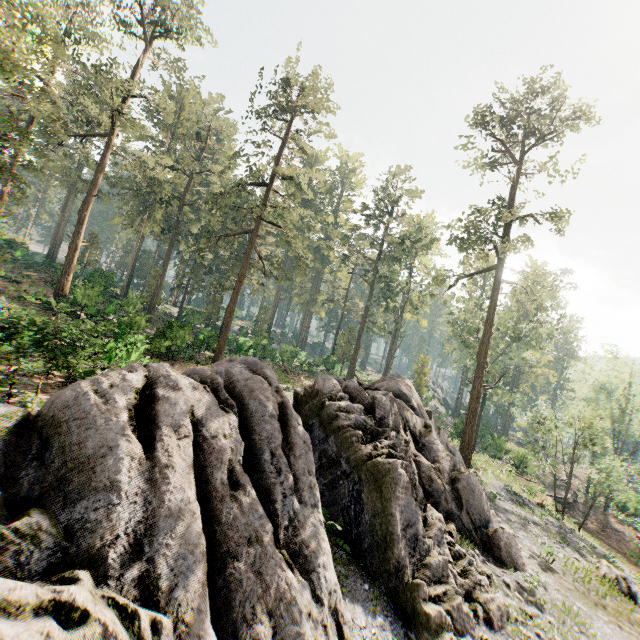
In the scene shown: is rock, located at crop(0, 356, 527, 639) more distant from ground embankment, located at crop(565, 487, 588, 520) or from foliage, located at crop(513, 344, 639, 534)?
ground embankment, located at crop(565, 487, 588, 520)

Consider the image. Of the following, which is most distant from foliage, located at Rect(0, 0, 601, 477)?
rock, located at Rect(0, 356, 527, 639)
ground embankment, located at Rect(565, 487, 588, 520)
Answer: ground embankment, located at Rect(565, 487, 588, 520)

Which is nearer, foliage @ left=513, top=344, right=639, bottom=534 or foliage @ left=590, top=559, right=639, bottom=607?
foliage @ left=590, top=559, right=639, bottom=607

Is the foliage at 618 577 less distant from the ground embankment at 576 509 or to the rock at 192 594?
the rock at 192 594

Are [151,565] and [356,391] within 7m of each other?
no

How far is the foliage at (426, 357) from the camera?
39.6m
